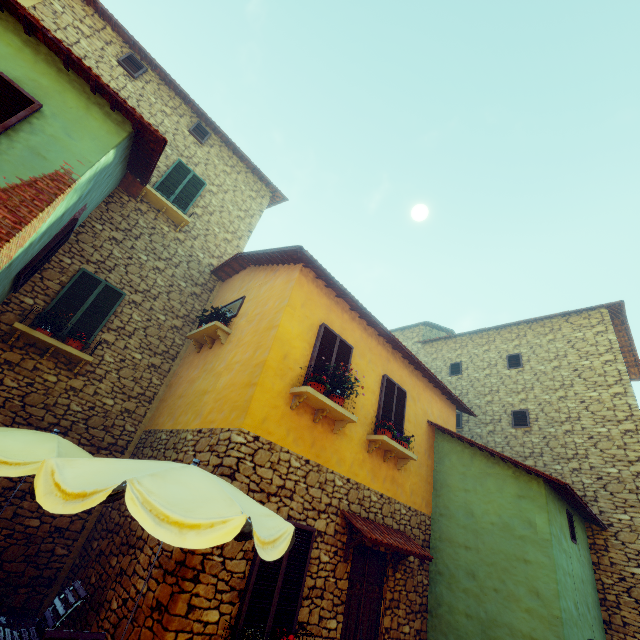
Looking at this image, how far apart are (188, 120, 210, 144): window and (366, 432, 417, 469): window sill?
11.0 meters

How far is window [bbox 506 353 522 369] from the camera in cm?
1336

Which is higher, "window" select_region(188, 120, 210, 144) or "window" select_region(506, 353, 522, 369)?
"window" select_region(188, 120, 210, 144)

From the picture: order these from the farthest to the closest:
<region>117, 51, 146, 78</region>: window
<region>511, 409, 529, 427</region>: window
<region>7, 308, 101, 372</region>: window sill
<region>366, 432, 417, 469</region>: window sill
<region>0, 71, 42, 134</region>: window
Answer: <region>511, 409, 529, 427</region>: window
<region>117, 51, 146, 78</region>: window
<region>366, 432, 417, 469</region>: window sill
<region>7, 308, 101, 372</region>: window sill
<region>0, 71, 42, 134</region>: window

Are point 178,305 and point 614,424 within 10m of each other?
no

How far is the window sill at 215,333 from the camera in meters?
7.6

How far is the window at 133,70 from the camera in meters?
9.8

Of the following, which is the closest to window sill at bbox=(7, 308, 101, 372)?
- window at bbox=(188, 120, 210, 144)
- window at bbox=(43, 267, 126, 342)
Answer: window at bbox=(43, 267, 126, 342)
